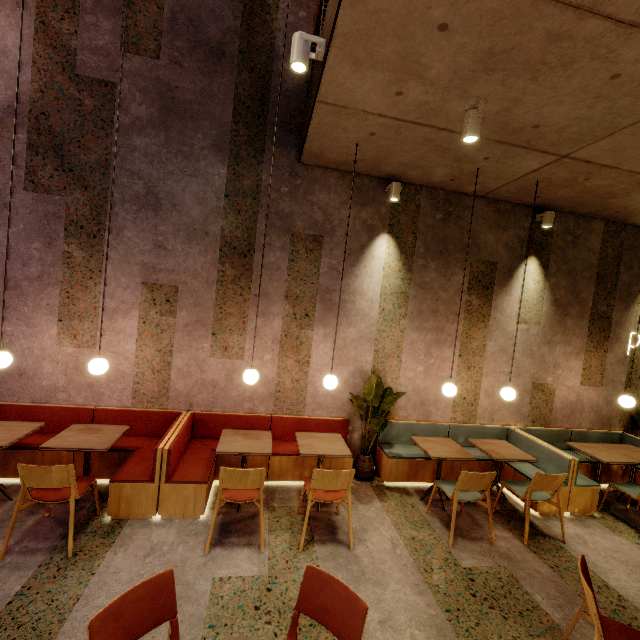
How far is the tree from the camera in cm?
455

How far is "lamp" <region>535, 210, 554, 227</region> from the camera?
5.2 meters

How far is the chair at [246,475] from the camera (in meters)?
3.17

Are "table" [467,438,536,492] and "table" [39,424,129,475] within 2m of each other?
no

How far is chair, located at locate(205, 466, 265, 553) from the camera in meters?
3.2

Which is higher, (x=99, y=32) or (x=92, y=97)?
(x=99, y=32)

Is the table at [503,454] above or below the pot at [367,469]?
above

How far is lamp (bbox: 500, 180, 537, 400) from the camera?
4.5 meters
